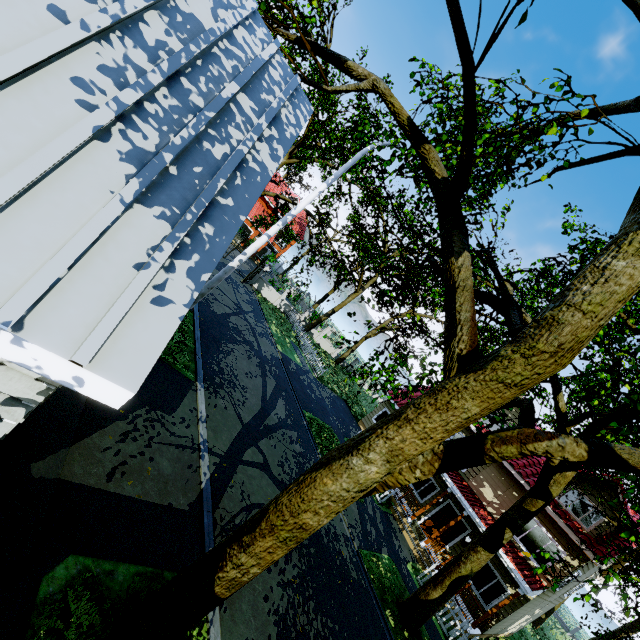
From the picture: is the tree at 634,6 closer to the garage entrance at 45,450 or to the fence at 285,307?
the fence at 285,307

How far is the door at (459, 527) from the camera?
16.6 meters

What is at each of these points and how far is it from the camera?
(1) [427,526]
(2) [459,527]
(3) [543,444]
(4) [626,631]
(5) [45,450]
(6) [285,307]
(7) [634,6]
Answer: (1) door, 17.61m
(2) door, 16.80m
(3) tree, 3.37m
(4) tree, 28.83m
(5) garage entrance, 4.84m
(6) fence, 31.22m
(7) tree, 5.53m

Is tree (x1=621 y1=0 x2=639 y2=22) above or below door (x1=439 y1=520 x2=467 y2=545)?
above

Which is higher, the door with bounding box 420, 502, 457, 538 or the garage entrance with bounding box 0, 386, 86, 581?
the door with bounding box 420, 502, 457, 538

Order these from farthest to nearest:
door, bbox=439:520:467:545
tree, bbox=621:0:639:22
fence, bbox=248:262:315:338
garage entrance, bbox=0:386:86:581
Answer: fence, bbox=248:262:315:338, door, bbox=439:520:467:545, tree, bbox=621:0:639:22, garage entrance, bbox=0:386:86:581

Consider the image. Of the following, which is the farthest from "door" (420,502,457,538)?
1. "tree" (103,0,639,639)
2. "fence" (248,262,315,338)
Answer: "fence" (248,262,315,338)
